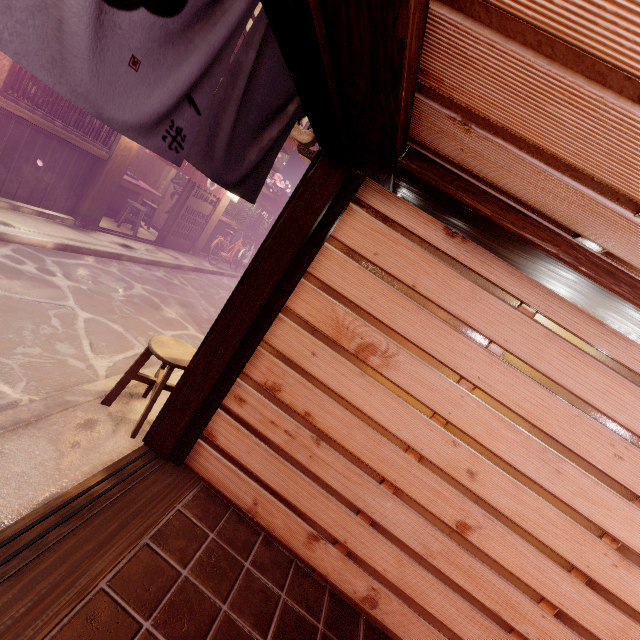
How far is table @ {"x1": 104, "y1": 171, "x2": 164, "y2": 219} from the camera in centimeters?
Answer: 1509cm

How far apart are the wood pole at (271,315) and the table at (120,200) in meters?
14.4

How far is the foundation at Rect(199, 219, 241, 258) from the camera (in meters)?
20.19

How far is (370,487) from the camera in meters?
4.6

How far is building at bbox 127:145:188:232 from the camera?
19.1m

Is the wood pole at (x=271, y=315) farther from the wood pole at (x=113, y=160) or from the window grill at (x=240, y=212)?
the window grill at (x=240, y=212)

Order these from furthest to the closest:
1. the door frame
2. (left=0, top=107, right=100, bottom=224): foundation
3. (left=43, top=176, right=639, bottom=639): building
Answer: (left=0, top=107, right=100, bottom=224): foundation → (left=43, top=176, right=639, bottom=639): building → the door frame

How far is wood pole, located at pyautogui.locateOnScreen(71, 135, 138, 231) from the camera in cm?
1152
